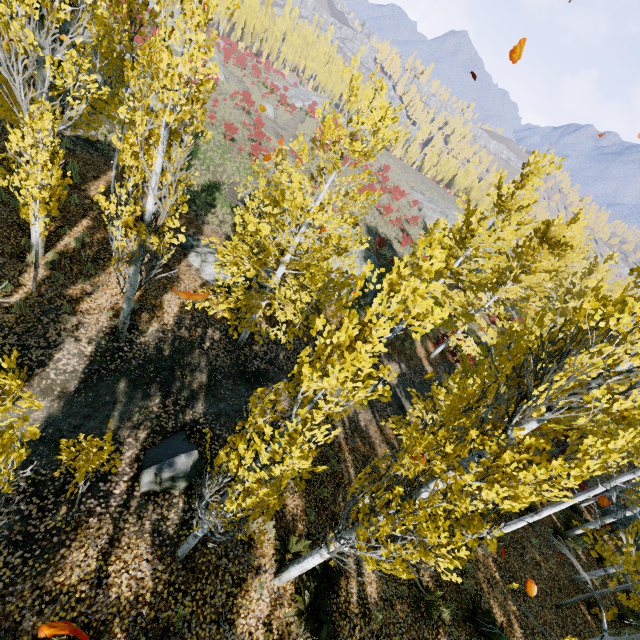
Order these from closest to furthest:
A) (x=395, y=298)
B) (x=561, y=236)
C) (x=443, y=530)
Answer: (x=395, y=298) → (x=443, y=530) → (x=561, y=236)

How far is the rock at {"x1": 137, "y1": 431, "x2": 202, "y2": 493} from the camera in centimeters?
694cm

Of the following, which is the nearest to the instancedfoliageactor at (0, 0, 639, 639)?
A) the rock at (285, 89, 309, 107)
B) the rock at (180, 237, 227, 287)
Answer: the rock at (285, 89, 309, 107)

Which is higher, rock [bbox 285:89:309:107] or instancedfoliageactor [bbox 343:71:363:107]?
instancedfoliageactor [bbox 343:71:363:107]

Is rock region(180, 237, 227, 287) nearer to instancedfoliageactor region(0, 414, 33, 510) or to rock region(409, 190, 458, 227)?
instancedfoliageactor region(0, 414, 33, 510)

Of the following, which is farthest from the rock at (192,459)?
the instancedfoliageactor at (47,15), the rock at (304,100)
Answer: the rock at (304,100)

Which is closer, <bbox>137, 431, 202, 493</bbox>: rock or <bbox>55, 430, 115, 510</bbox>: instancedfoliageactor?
<bbox>55, 430, 115, 510</bbox>: instancedfoliageactor

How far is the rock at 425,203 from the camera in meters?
51.8
